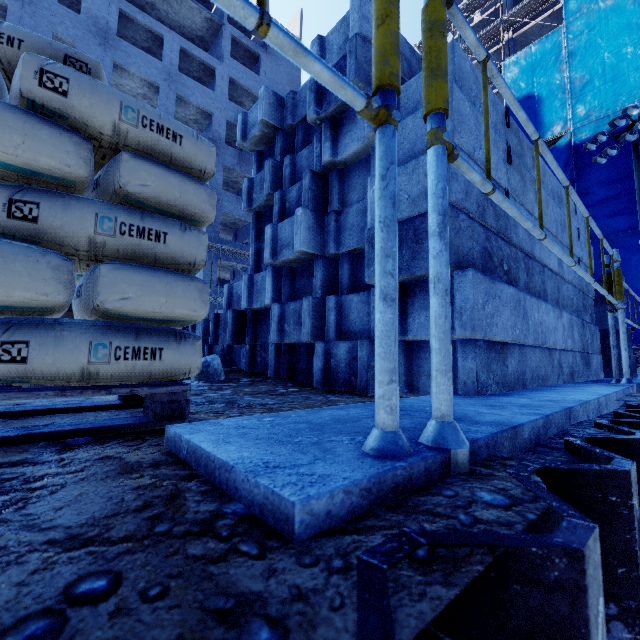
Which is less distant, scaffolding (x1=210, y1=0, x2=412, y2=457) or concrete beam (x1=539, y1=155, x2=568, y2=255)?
scaffolding (x1=210, y1=0, x2=412, y2=457)

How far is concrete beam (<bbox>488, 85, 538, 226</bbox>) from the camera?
2.29m

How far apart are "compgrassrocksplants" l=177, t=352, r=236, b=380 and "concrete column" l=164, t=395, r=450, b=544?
1.7m

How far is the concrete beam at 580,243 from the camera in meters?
3.8

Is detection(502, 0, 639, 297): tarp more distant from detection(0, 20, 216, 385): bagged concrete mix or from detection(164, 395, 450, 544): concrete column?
detection(0, 20, 216, 385): bagged concrete mix

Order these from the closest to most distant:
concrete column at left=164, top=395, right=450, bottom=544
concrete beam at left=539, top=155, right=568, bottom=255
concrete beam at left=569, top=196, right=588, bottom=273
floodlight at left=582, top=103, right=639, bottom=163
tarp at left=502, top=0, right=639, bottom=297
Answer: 1. concrete column at left=164, top=395, right=450, bottom=544
2. concrete beam at left=539, top=155, right=568, bottom=255
3. concrete beam at left=569, top=196, right=588, bottom=273
4. floodlight at left=582, top=103, right=639, bottom=163
5. tarp at left=502, top=0, right=639, bottom=297

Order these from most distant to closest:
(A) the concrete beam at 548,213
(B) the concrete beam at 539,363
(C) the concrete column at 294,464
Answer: (A) the concrete beam at 548,213
(B) the concrete beam at 539,363
(C) the concrete column at 294,464

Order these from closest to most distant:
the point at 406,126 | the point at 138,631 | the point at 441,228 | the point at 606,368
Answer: the point at 138,631 → the point at 441,228 → the point at 406,126 → the point at 606,368
